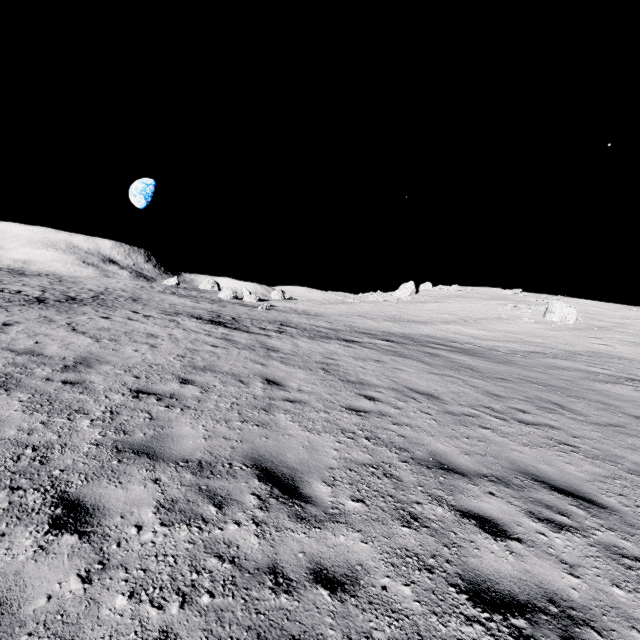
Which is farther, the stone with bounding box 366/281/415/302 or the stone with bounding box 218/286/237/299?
the stone with bounding box 366/281/415/302

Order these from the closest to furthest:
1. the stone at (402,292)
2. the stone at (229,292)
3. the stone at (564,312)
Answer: the stone at (564,312) < the stone at (229,292) < the stone at (402,292)

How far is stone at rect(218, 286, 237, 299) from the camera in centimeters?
4991cm

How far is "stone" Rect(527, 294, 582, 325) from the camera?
34.2m

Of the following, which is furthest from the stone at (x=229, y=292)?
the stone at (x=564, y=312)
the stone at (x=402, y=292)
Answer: the stone at (x=564, y=312)

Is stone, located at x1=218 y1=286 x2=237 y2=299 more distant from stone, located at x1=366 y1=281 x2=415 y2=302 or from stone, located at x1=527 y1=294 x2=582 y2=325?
stone, located at x1=527 y1=294 x2=582 y2=325

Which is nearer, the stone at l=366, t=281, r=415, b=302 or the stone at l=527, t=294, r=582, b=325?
the stone at l=527, t=294, r=582, b=325

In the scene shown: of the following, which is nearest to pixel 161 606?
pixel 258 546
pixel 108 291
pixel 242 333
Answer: pixel 258 546
